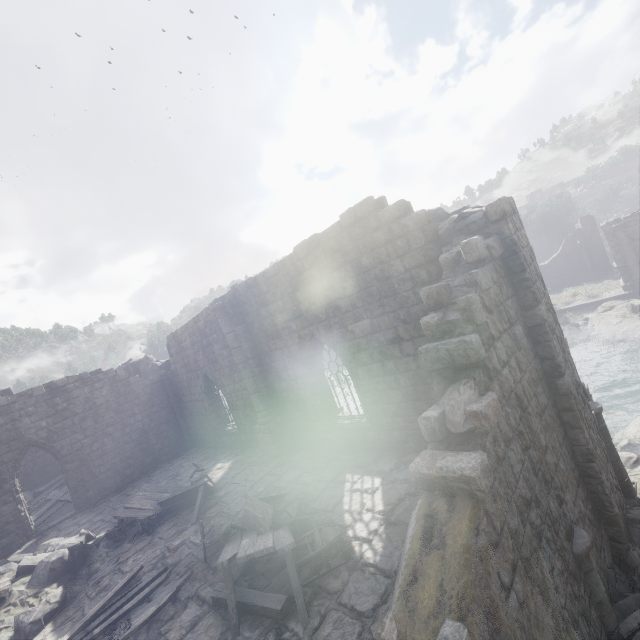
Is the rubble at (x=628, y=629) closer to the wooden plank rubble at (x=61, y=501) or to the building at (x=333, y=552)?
the building at (x=333, y=552)

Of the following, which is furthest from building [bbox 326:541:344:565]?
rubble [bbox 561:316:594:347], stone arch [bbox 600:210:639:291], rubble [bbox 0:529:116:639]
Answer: rubble [bbox 561:316:594:347]

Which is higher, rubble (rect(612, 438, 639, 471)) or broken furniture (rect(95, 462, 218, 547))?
broken furniture (rect(95, 462, 218, 547))

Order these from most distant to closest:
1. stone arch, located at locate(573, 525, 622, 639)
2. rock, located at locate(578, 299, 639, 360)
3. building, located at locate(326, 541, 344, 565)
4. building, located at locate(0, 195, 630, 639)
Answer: rock, located at locate(578, 299, 639, 360) → building, located at locate(326, 541, 344, 565) → stone arch, located at locate(573, 525, 622, 639) → building, located at locate(0, 195, 630, 639)

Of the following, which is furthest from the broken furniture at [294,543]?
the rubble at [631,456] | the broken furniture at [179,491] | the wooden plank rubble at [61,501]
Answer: the wooden plank rubble at [61,501]

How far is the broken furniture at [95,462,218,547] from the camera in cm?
1080

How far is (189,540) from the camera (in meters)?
9.23

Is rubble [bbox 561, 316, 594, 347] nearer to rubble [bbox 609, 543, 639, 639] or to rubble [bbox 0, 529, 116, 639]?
rubble [bbox 609, 543, 639, 639]
